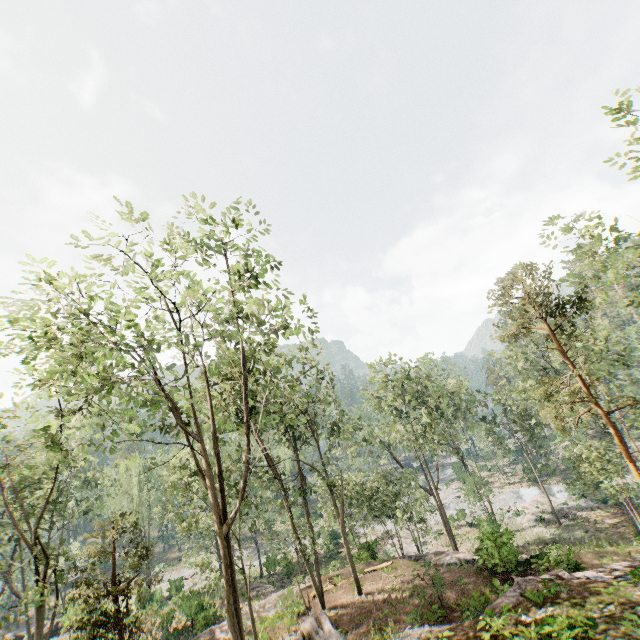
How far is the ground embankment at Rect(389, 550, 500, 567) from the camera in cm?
1935

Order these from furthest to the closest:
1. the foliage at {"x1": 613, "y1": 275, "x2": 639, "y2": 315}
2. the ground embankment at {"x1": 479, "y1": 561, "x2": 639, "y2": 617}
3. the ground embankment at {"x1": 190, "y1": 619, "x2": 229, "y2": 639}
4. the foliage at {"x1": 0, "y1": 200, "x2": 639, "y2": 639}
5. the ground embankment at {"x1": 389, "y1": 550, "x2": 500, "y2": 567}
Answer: the ground embankment at {"x1": 190, "y1": 619, "x2": 229, "y2": 639}
the ground embankment at {"x1": 389, "y1": 550, "x2": 500, "y2": 567}
the foliage at {"x1": 613, "y1": 275, "x2": 639, "y2": 315}
the ground embankment at {"x1": 479, "y1": 561, "x2": 639, "y2": 617}
the foliage at {"x1": 0, "y1": 200, "x2": 639, "y2": 639}

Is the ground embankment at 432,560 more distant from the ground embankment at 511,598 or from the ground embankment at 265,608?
the ground embankment at 511,598

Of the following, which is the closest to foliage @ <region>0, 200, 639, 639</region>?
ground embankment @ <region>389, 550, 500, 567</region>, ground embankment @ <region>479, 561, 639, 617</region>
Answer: ground embankment @ <region>389, 550, 500, 567</region>

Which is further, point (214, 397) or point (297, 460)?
point (297, 460)

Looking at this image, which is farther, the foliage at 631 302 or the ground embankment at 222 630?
the ground embankment at 222 630

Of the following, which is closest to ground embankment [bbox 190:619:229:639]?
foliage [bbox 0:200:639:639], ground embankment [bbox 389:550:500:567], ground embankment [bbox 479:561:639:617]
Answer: foliage [bbox 0:200:639:639]
